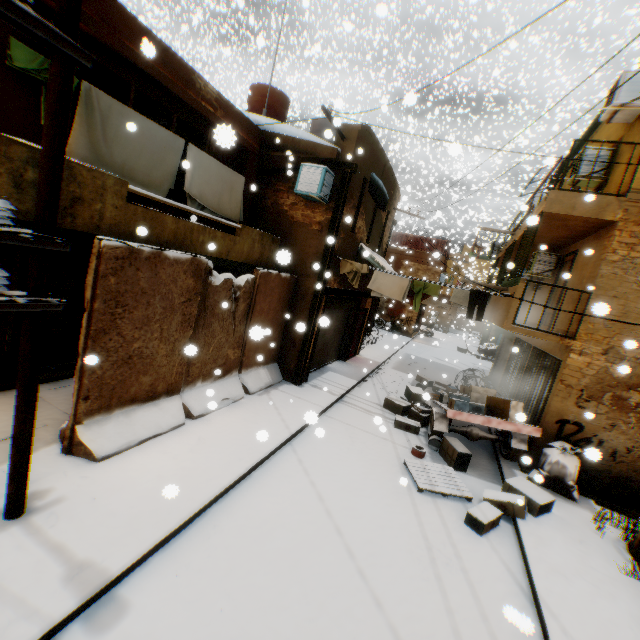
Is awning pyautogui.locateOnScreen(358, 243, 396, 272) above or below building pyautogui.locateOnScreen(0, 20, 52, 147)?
below

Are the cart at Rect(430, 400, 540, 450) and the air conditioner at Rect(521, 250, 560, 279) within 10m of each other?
yes

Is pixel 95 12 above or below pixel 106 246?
above

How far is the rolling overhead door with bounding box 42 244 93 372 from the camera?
6.9 meters

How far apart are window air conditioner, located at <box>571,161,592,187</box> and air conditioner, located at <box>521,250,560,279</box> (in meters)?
2.14

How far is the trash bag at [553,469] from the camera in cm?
732

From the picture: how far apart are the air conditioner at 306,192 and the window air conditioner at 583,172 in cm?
636

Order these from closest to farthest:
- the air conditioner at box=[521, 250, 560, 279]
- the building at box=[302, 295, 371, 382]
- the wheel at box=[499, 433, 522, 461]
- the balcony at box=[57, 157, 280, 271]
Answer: the balcony at box=[57, 157, 280, 271]
the wheel at box=[499, 433, 522, 461]
the building at box=[302, 295, 371, 382]
the air conditioner at box=[521, 250, 560, 279]
